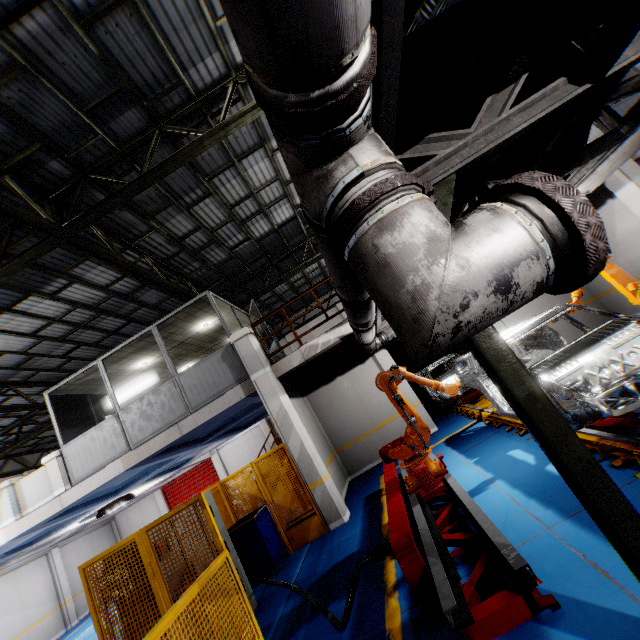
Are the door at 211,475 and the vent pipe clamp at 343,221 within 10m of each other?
no

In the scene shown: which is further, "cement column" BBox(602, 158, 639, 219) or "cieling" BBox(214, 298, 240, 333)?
"cieling" BBox(214, 298, 240, 333)

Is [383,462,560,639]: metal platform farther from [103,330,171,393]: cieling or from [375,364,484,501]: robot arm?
[103,330,171,393]: cieling

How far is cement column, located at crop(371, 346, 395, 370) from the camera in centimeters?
1159cm

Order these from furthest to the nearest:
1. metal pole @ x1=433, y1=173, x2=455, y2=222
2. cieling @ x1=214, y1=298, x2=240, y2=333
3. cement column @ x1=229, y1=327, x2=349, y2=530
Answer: cieling @ x1=214, y1=298, x2=240, y2=333
cement column @ x1=229, y1=327, x2=349, y2=530
metal pole @ x1=433, y1=173, x2=455, y2=222

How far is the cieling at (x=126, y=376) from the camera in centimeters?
1011cm

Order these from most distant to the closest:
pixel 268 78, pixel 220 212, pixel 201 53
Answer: pixel 220 212 → pixel 201 53 → pixel 268 78

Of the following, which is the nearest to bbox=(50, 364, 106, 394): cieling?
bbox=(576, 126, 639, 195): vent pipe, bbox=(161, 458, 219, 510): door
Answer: bbox=(576, 126, 639, 195): vent pipe
